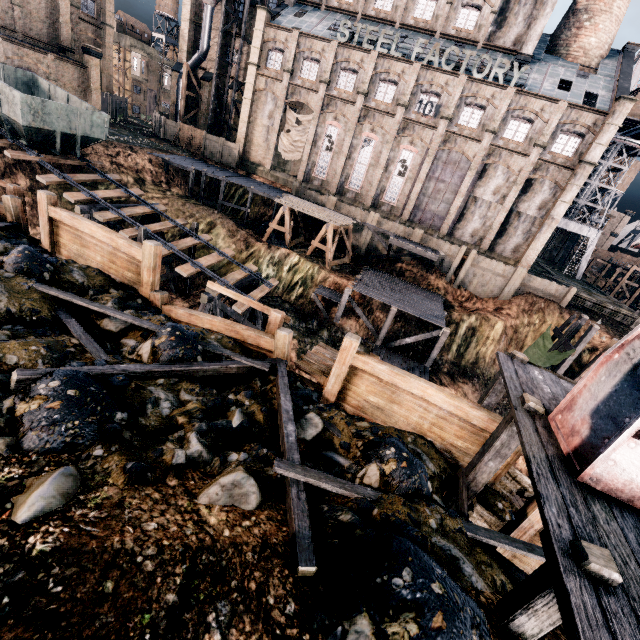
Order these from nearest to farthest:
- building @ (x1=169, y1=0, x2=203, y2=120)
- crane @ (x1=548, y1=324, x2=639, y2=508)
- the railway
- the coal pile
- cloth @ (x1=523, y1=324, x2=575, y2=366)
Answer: crane @ (x1=548, y1=324, x2=639, y2=508) → the railway → cloth @ (x1=523, y1=324, x2=575, y2=366) → the coal pile → building @ (x1=169, y1=0, x2=203, y2=120)

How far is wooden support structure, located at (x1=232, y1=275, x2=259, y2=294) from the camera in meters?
20.9 m

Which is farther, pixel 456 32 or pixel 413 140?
pixel 413 140

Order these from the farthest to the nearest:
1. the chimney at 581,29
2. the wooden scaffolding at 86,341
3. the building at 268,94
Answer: the chimney at 581,29 → the building at 268,94 → the wooden scaffolding at 86,341

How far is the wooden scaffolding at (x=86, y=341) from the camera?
7.03m

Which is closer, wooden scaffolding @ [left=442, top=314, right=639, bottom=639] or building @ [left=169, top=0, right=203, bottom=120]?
wooden scaffolding @ [left=442, top=314, right=639, bottom=639]

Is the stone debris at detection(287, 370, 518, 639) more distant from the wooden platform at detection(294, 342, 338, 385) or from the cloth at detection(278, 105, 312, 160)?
the cloth at detection(278, 105, 312, 160)

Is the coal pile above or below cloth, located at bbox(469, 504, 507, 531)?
below
